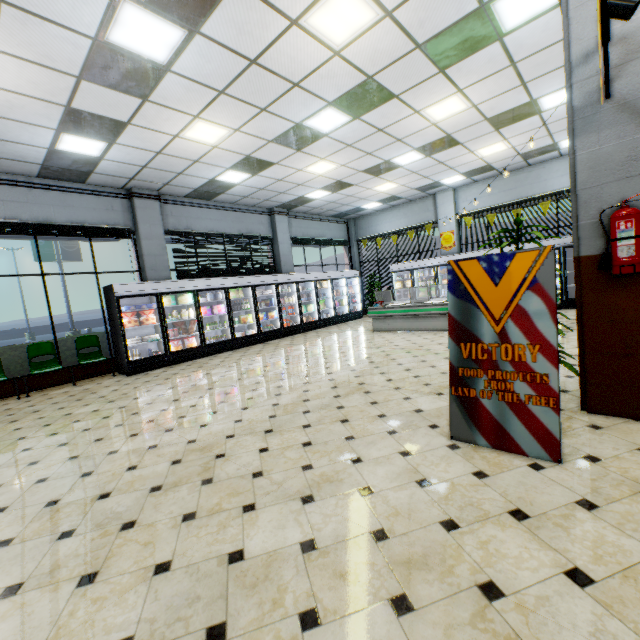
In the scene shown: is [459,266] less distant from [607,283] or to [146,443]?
[607,283]

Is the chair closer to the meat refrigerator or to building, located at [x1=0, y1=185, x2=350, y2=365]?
building, located at [x1=0, y1=185, x2=350, y2=365]

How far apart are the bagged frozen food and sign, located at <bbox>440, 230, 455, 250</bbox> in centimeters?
1072cm

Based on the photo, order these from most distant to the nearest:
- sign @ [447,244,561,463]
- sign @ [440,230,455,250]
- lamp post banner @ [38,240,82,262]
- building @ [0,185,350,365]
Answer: lamp post banner @ [38,240,82,262] < sign @ [440,230,455,250] < building @ [0,185,350,365] < sign @ [447,244,561,463]

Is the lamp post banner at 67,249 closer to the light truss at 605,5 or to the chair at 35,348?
the chair at 35,348

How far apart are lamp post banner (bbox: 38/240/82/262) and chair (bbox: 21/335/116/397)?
15.07m

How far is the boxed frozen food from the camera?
8.07m

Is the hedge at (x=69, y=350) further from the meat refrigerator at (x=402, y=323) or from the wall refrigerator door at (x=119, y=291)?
the meat refrigerator at (x=402, y=323)
